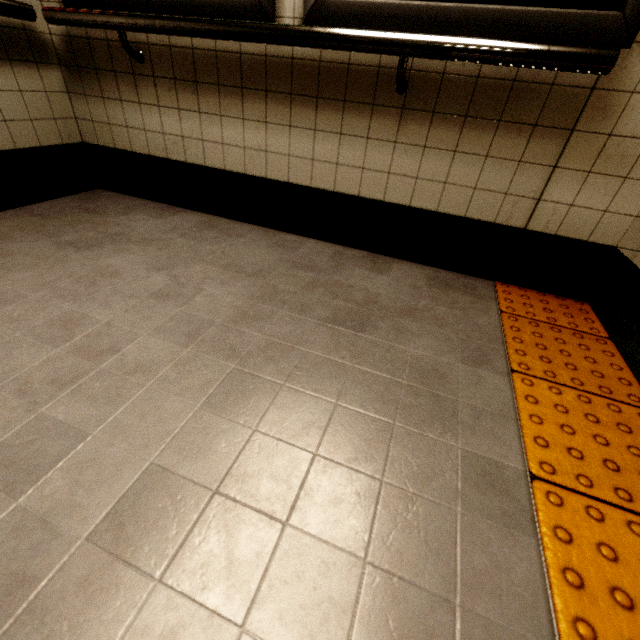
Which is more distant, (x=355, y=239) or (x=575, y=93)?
(x=355, y=239)

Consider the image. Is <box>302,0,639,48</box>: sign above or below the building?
above

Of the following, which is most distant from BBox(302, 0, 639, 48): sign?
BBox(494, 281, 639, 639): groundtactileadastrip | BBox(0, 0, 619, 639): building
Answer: BBox(494, 281, 639, 639): groundtactileadastrip

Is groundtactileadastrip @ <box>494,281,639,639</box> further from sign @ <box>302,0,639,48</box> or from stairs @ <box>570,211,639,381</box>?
sign @ <box>302,0,639,48</box>

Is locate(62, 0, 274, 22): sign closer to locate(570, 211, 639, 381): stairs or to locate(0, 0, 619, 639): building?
locate(0, 0, 619, 639): building

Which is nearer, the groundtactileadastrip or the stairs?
the groundtactileadastrip

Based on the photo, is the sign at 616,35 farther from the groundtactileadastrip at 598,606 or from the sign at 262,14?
the groundtactileadastrip at 598,606

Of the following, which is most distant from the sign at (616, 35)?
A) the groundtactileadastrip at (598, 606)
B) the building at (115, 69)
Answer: the groundtactileadastrip at (598, 606)
